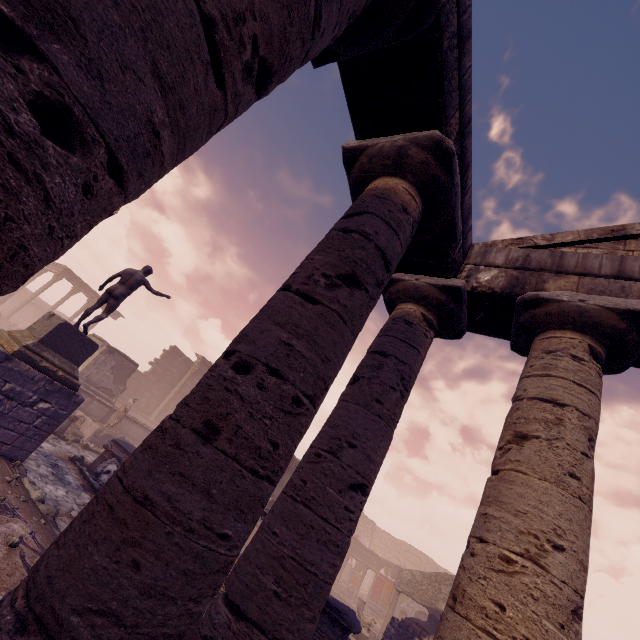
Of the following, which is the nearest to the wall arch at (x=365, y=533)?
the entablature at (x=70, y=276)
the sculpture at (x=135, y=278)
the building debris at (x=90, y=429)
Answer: the building debris at (x=90, y=429)

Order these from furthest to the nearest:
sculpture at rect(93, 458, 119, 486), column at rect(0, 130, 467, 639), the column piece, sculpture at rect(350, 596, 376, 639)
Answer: sculpture at rect(350, 596, 376, 639) < the column piece < sculpture at rect(93, 458, 119, 486) < column at rect(0, 130, 467, 639)

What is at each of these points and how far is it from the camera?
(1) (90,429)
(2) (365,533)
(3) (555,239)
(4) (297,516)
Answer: (1) building debris, 14.78m
(2) wall arch, 32.78m
(3) pediment, 5.46m
(4) column, 3.58m

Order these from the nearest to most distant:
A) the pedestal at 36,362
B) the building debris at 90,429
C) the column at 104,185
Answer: the column at 104,185 → the pedestal at 36,362 → the building debris at 90,429

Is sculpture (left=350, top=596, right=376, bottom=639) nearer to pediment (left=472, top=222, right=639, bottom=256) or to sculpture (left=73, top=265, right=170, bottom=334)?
pediment (left=472, top=222, right=639, bottom=256)

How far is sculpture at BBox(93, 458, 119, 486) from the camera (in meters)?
10.04

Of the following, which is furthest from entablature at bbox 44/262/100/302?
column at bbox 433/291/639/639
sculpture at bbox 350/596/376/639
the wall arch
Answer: column at bbox 433/291/639/639

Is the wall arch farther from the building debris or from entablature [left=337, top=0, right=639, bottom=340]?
entablature [left=337, top=0, right=639, bottom=340]
